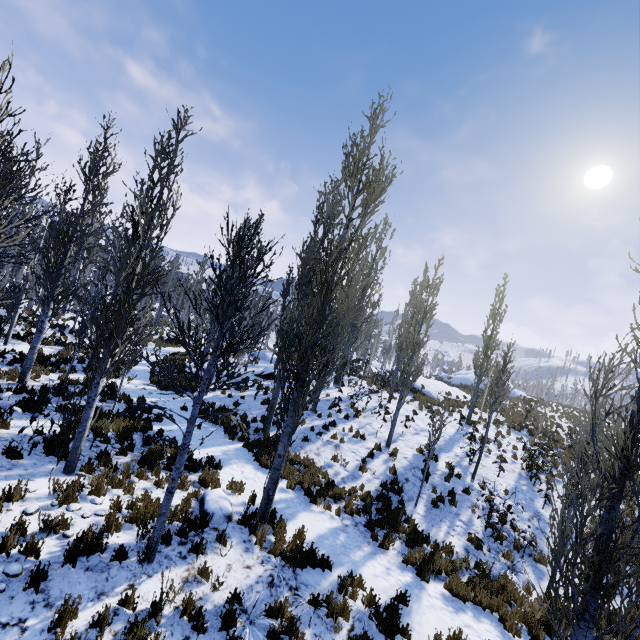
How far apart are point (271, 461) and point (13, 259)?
30.1m

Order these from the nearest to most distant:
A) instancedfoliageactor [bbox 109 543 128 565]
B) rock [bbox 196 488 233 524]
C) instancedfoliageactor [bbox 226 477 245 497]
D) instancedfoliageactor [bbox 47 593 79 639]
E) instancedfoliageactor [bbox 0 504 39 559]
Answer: instancedfoliageactor [bbox 47 593 79 639] → instancedfoliageactor [bbox 0 504 39 559] → instancedfoliageactor [bbox 109 543 128 565] → rock [bbox 196 488 233 524] → instancedfoliageactor [bbox 226 477 245 497]

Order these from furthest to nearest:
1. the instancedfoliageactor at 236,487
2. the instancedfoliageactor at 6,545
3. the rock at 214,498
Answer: the instancedfoliageactor at 236,487 → the rock at 214,498 → the instancedfoliageactor at 6,545

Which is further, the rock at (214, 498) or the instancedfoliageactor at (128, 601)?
the rock at (214, 498)

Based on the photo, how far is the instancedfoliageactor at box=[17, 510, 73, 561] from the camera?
4.7m
